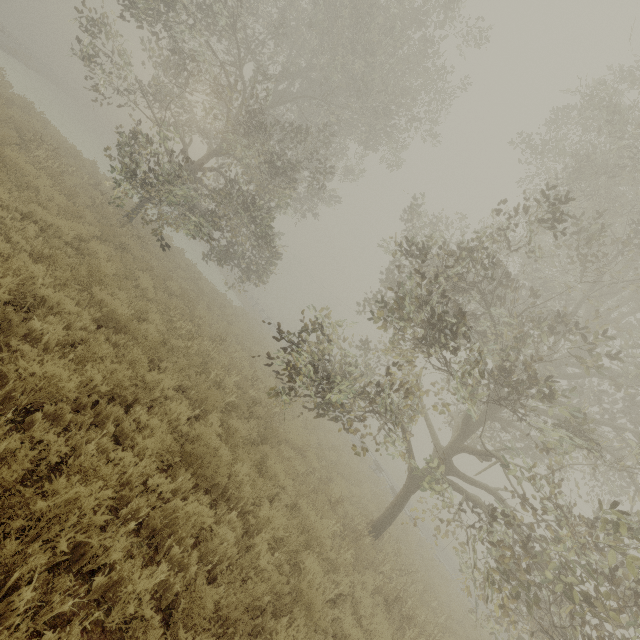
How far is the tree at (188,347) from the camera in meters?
8.2 m

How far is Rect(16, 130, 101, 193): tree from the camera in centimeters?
968cm

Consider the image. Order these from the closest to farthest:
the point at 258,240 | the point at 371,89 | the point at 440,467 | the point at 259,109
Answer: the point at 440,467 < the point at 371,89 < the point at 258,240 < the point at 259,109

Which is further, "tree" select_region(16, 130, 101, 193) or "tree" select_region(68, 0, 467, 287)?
"tree" select_region(68, 0, 467, 287)

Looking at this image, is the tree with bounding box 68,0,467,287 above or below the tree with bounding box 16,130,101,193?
above

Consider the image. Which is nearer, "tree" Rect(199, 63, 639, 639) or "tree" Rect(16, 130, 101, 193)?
"tree" Rect(199, 63, 639, 639)
